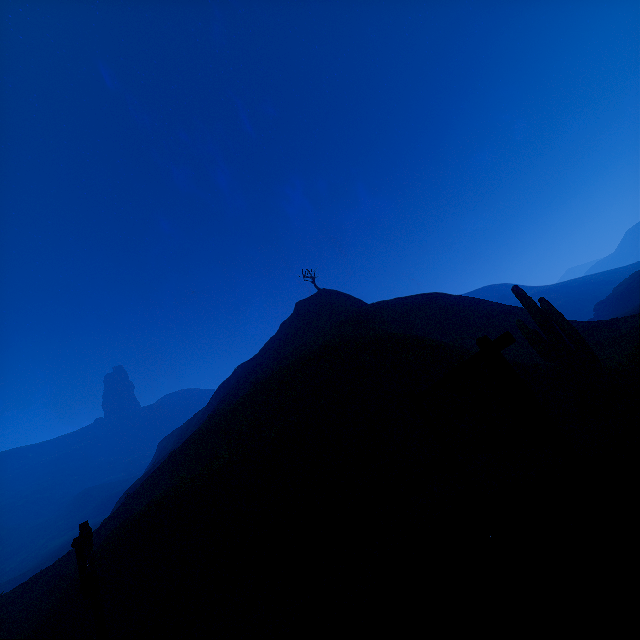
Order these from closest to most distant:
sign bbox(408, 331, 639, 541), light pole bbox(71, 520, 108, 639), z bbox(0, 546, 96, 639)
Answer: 1. sign bbox(408, 331, 639, 541)
2. light pole bbox(71, 520, 108, 639)
3. z bbox(0, 546, 96, 639)

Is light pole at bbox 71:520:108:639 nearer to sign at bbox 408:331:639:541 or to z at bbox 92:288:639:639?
z at bbox 92:288:639:639

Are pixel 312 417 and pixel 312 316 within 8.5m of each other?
no

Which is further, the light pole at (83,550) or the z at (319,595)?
the light pole at (83,550)

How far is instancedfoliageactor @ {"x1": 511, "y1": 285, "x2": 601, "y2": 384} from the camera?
10.58m

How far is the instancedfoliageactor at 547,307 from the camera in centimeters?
1058cm

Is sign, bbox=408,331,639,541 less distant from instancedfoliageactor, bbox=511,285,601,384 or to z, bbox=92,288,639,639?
z, bbox=92,288,639,639

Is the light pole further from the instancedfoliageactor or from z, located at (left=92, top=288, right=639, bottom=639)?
the instancedfoliageactor
